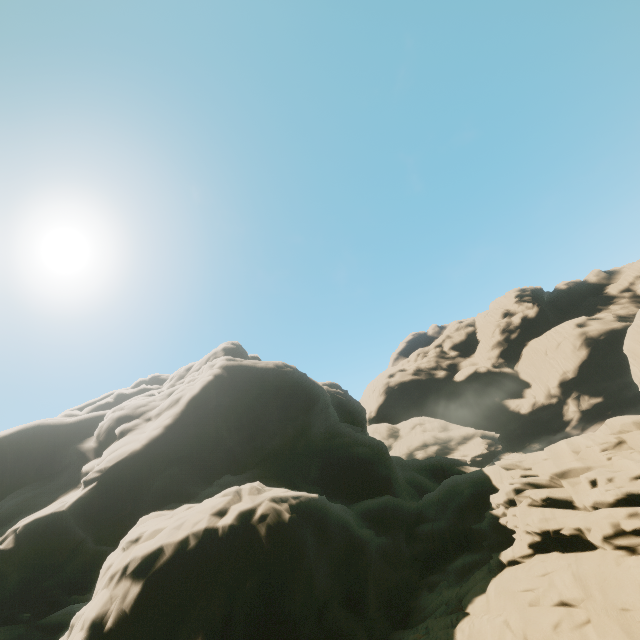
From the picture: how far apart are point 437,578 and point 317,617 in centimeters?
754cm

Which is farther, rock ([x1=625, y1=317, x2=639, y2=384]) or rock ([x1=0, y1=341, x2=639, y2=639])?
rock ([x1=625, y1=317, x2=639, y2=384])

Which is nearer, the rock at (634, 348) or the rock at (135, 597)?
the rock at (135, 597)
